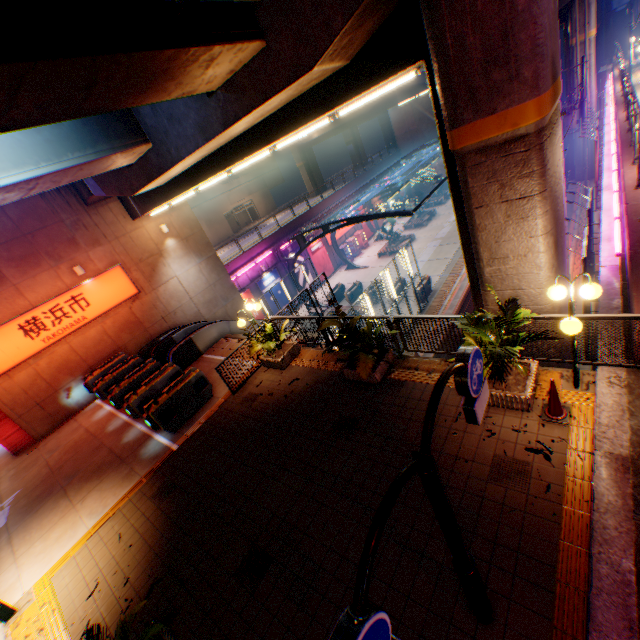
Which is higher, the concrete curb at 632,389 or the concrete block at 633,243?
the concrete block at 633,243

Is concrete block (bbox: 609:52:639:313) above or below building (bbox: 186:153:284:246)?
below

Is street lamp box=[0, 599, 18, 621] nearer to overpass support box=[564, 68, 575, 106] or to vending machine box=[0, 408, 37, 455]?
overpass support box=[564, 68, 575, 106]

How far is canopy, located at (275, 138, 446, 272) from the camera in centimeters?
2133cm

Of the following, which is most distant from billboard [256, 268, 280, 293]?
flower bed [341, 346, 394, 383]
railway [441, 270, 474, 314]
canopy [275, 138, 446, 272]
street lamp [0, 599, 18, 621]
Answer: street lamp [0, 599, 18, 621]

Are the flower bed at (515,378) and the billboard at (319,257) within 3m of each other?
no

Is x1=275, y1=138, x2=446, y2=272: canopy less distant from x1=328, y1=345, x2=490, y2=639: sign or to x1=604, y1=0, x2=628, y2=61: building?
x1=328, y1=345, x2=490, y2=639: sign

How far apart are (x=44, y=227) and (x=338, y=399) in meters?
14.7 m
